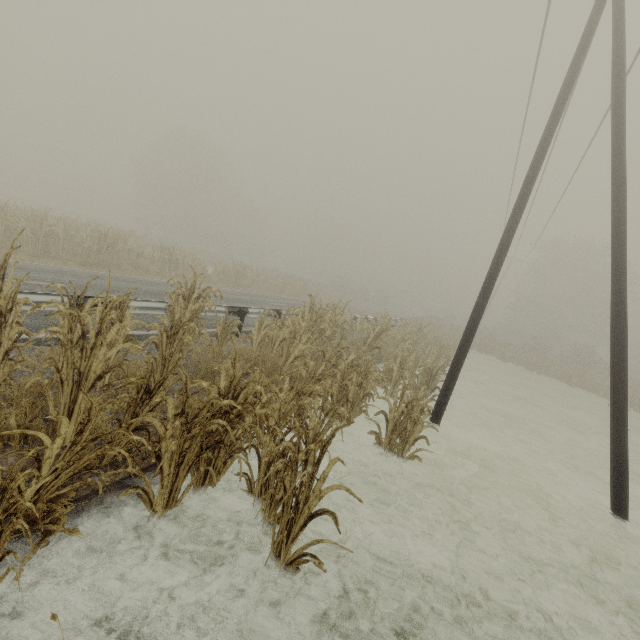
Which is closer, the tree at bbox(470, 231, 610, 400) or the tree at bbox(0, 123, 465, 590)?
the tree at bbox(0, 123, 465, 590)

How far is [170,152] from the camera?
44.2 meters

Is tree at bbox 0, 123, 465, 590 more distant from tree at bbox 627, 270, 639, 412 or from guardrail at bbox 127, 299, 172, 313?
tree at bbox 627, 270, 639, 412

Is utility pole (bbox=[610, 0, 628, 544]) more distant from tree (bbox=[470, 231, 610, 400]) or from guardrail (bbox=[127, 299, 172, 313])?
guardrail (bbox=[127, 299, 172, 313])

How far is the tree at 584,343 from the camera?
28.2m

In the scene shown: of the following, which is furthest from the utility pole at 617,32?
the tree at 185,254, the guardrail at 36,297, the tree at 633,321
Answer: the tree at 633,321

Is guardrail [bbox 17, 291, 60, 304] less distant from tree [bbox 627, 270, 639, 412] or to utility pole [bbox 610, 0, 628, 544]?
utility pole [bbox 610, 0, 628, 544]

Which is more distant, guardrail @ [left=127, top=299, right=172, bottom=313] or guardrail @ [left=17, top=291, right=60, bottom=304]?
guardrail @ [left=127, top=299, right=172, bottom=313]
